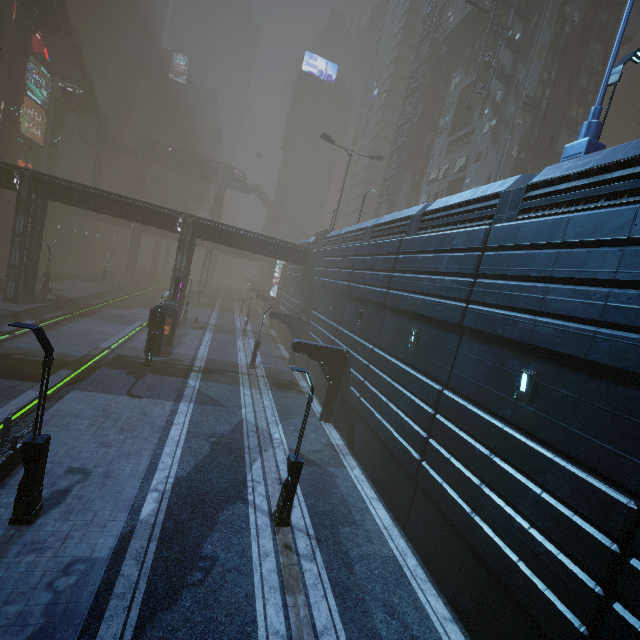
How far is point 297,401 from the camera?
23.06m

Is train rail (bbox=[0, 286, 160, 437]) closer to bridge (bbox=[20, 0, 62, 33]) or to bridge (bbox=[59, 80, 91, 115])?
bridge (bbox=[59, 80, 91, 115])

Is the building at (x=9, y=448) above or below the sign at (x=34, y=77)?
below

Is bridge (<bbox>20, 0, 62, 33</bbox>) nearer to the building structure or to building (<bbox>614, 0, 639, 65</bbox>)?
building (<bbox>614, 0, 639, 65</bbox>)

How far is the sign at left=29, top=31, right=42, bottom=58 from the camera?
57.4m

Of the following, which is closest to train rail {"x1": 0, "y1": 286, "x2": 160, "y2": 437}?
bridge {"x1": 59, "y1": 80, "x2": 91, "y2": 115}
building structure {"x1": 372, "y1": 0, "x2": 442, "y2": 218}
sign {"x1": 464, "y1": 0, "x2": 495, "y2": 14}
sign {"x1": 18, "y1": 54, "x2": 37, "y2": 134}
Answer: building structure {"x1": 372, "y1": 0, "x2": 442, "y2": 218}

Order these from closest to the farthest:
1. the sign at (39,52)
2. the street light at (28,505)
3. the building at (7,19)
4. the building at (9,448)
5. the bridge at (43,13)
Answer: the street light at (28,505) < the building at (9,448) < the bridge at (43,13) < the building at (7,19) < the sign at (39,52)

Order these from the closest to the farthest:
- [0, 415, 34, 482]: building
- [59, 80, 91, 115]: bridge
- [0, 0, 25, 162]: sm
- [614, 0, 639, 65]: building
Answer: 1. [0, 415, 34, 482]: building
2. [614, 0, 639, 65]: building
3. [0, 0, 25, 162]: sm
4. [59, 80, 91, 115]: bridge
